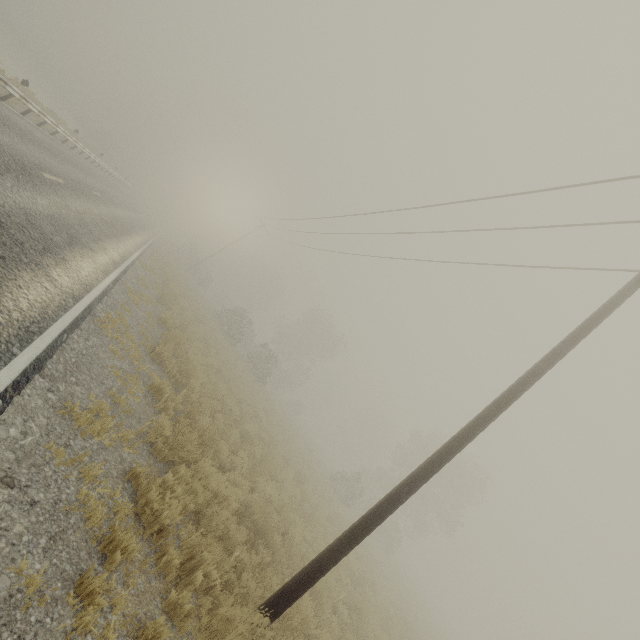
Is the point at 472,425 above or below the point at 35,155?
above
